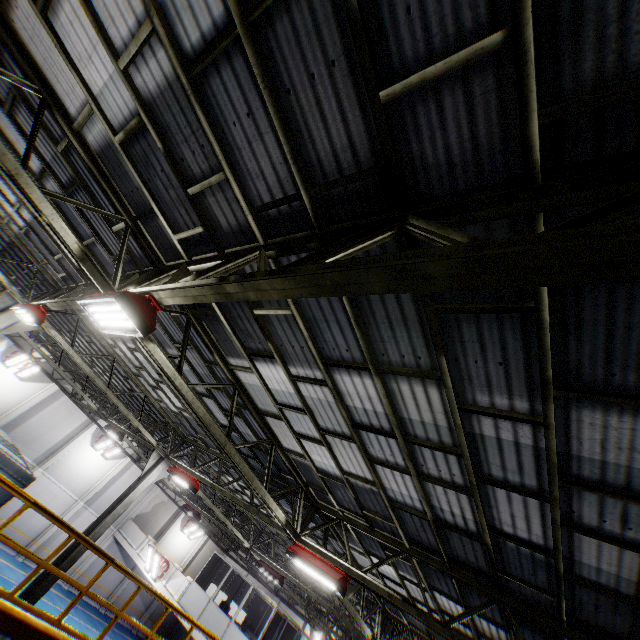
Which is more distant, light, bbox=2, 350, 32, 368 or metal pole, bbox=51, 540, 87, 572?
light, bbox=2, 350, 32, 368

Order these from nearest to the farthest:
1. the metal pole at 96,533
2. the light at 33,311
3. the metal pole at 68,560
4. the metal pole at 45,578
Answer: the light at 33,311, the metal pole at 45,578, the metal pole at 68,560, the metal pole at 96,533

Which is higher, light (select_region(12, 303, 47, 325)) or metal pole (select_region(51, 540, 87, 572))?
light (select_region(12, 303, 47, 325))

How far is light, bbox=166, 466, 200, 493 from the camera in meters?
11.6 m

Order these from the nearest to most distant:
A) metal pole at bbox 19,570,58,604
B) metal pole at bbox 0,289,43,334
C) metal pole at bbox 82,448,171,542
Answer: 1. metal pole at bbox 0,289,43,334
2. metal pole at bbox 19,570,58,604
3. metal pole at bbox 82,448,171,542

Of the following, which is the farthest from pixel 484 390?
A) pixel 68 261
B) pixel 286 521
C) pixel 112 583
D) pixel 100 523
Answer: pixel 112 583

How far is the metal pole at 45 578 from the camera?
10.1 meters

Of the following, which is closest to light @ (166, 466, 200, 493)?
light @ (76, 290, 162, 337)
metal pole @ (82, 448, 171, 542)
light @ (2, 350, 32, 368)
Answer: metal pole @ (82, 448, 171, 542)
